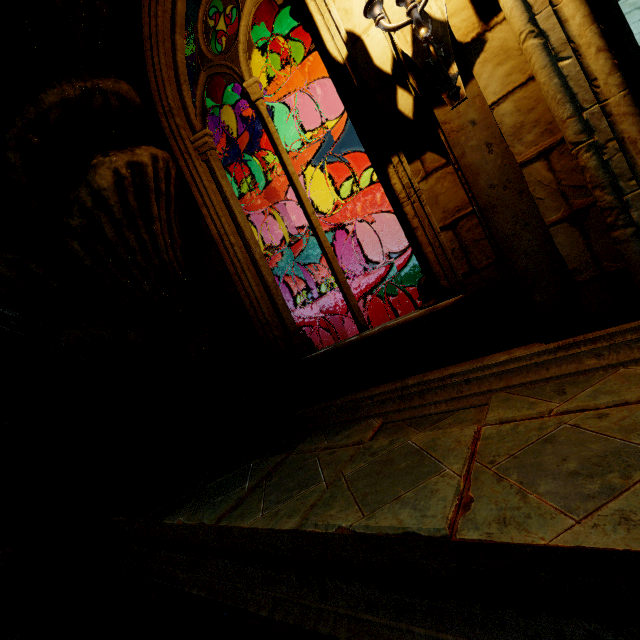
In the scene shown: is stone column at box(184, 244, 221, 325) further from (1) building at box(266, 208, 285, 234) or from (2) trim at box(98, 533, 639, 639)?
(1) building at box(266, 208, 285, 234)

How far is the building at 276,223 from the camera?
20.2 meters

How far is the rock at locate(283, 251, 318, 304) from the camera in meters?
22.9 m

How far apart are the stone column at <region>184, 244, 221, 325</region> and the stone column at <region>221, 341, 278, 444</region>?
0.3 meters

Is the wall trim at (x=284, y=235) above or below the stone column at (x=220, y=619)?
above

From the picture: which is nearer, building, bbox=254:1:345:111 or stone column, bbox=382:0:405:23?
stone column, bbox=382:0:405:23

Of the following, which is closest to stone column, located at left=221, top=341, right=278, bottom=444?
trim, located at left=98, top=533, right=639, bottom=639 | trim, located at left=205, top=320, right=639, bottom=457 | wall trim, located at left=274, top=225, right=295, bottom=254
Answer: trim, located at left=205, top=320, right=639, bottom=457

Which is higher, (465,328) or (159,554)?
(465,328)
